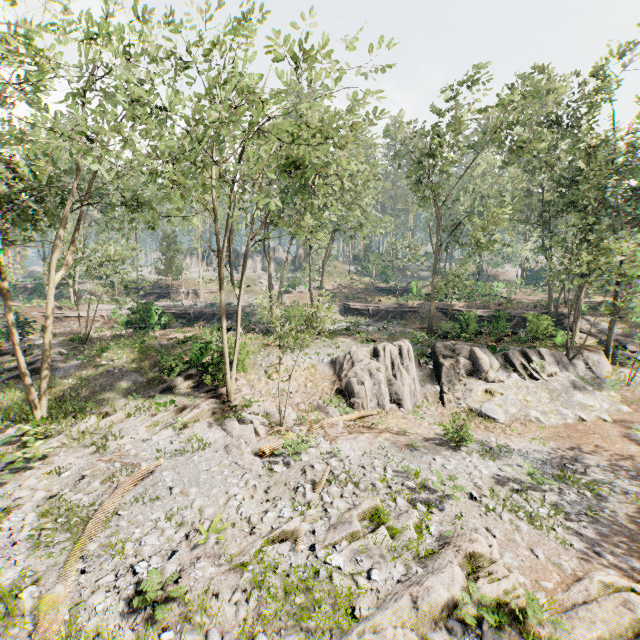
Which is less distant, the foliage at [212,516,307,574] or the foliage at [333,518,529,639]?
the foliage at [333,518,529,639]

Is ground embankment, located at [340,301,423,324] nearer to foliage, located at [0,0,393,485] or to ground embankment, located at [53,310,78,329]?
ground embankment, located at [53,310,78,329]

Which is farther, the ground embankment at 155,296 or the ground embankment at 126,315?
the ground embankment at 155,296

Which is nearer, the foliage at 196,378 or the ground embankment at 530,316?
the foliage at 196,378

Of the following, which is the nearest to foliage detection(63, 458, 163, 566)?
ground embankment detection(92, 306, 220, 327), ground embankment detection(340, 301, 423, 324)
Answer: ground embankment detection(92, 306, 220, 327)

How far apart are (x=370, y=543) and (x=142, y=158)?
14.5 meters

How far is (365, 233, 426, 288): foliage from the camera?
43.2 meters

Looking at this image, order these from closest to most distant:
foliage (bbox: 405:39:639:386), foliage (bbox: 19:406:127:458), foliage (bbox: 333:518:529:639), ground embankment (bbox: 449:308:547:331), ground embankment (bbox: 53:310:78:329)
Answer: foliage (bbox: 333:518:529:639) → foliage (bbox: 19:406:127:458) → foliage (bbox: 405:39:639:386) → ground embankment (bbox: 449:308:547:331) → ground embankment (bbox: 53:310:78:329)
